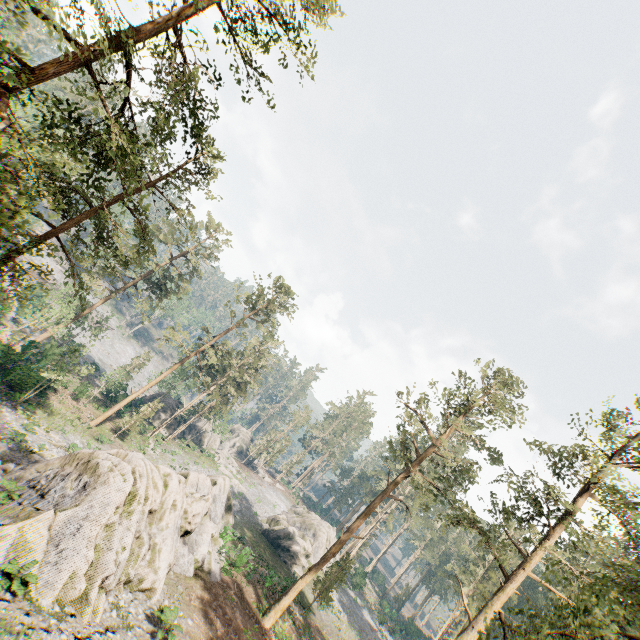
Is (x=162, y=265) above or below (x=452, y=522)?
below

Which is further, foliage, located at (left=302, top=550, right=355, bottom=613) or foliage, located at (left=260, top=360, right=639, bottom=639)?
foliage, located at (left=302, top=550, right=355, bottom=613)

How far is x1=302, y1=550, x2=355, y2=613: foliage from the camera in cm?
3103

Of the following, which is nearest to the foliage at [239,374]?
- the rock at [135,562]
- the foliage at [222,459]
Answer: the rock at [135,562]

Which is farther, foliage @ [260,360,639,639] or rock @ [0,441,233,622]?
rock @ [0,441,233,622]

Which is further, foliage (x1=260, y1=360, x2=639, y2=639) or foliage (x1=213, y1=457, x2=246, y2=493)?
foliage (x1=213, y1=457, x2=246, y2=493)

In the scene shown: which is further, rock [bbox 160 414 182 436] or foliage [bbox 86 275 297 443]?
rock [bbox 160 414 182 436]

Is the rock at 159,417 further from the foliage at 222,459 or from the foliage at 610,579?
the foliage at 222,459
